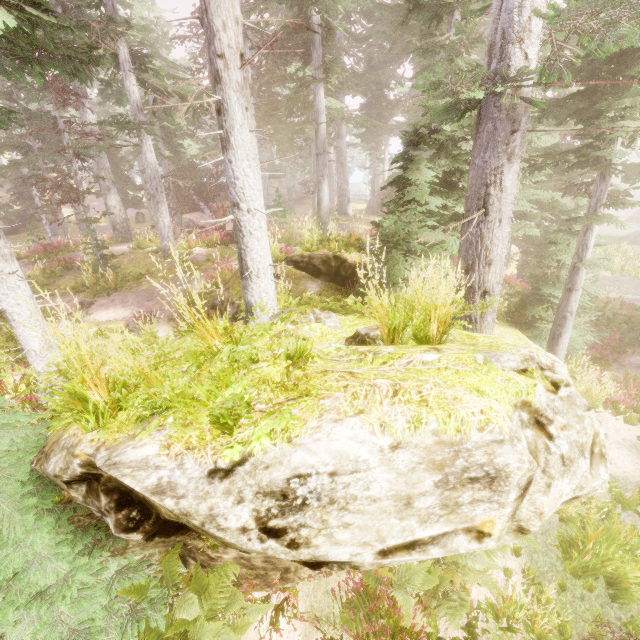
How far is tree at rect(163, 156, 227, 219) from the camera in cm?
2230

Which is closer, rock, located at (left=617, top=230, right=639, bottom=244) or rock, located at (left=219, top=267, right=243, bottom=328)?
rock, located at (left=219, top=267, right=243, bottom=328)

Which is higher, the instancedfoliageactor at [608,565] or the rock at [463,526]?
the rock at [463,526]

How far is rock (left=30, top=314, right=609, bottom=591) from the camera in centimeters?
180cm

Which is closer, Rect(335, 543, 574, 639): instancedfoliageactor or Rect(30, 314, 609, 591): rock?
Rect(30, 314, 609, 591): rock

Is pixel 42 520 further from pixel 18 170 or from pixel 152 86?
pixel 18 170

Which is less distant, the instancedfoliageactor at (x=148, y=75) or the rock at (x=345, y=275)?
the instancedfoliageactor at (x=148, y=75)

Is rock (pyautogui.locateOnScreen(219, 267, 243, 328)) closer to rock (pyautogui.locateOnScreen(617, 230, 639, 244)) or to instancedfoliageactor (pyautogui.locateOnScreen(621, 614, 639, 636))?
instancedfoliageactor (pyautogui.locateOnScreen(621, 614, 639, 636))
